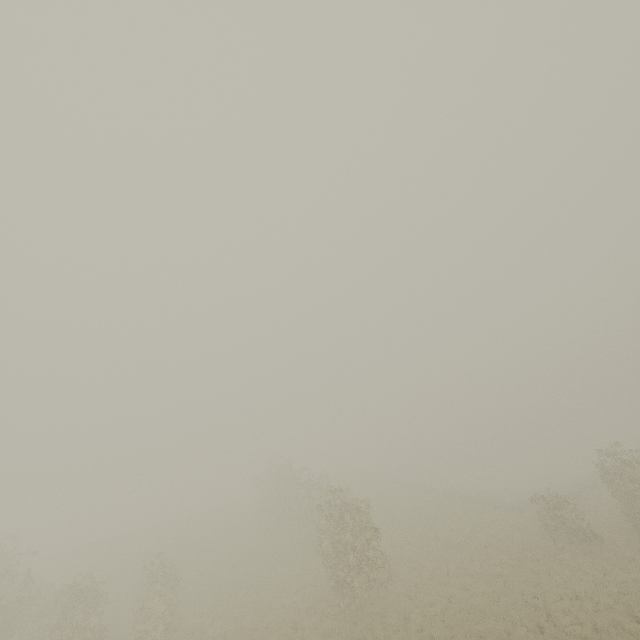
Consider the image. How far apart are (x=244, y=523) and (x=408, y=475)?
22.77m
